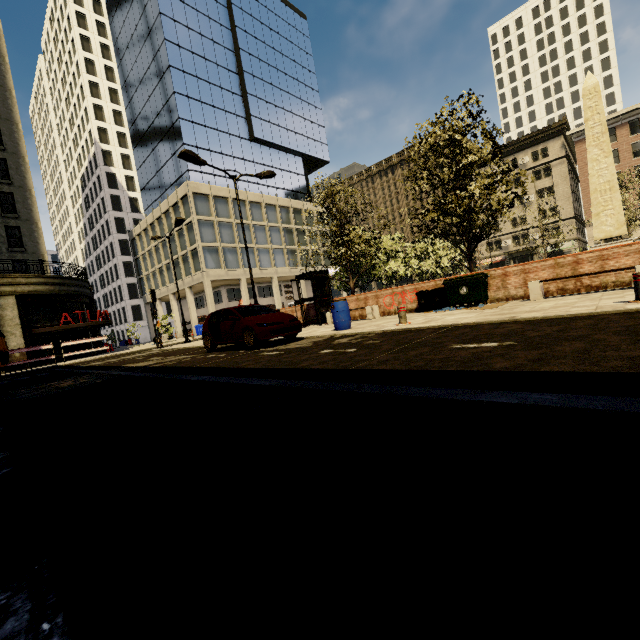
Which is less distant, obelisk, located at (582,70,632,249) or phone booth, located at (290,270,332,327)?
phone booth, located at (290,270,332,327)

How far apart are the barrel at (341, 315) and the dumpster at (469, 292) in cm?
362

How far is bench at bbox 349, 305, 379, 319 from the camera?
14.1 meters

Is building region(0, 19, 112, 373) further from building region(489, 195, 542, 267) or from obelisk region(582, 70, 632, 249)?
obelisk region(582, 70, 632, 249)

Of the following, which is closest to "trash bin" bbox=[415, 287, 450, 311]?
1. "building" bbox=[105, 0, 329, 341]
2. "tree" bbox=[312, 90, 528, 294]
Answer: "tree" bbox=[312, 90, 528, 294]

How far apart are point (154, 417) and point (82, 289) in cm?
3159

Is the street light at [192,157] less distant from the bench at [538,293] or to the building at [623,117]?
the bench at [538,293]

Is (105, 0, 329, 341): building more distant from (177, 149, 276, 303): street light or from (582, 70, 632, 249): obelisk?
(582, 70, 632, 249): obelisk
